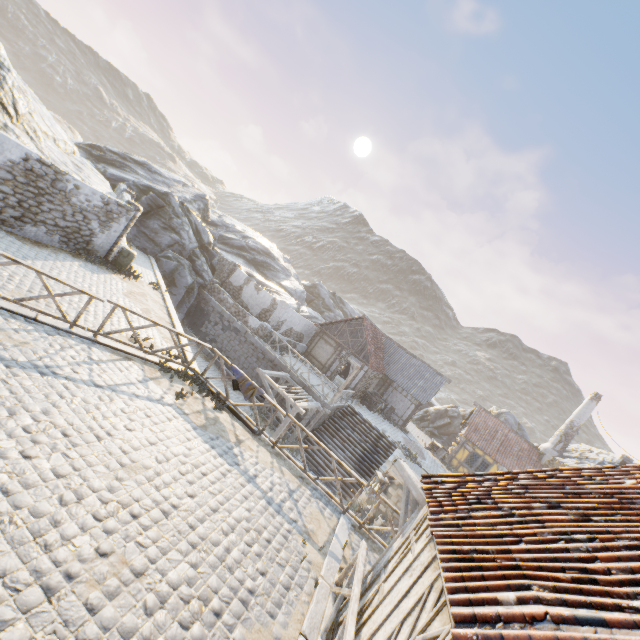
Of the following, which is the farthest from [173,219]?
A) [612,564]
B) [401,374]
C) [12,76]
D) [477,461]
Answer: [477,461]

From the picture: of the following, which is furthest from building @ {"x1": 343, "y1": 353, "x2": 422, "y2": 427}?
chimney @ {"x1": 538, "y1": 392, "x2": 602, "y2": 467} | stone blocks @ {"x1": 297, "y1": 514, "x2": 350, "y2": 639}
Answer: stone blocks @ {"x1": 297, "y1": 514, "x2": 350, "y2": 639}

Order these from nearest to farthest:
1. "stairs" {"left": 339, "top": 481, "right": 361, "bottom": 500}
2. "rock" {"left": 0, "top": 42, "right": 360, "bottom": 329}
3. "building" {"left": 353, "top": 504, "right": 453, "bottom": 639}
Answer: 1. "building" {"left": 353, "top": 504, "right": 453, "bottom": 639}
2. "rock" {"left": 0, "top": 42, "right": 360, "bottom": 329}
3. "stairs" {"left": 339, "top": 481, "right": 361, "bottom": 500}

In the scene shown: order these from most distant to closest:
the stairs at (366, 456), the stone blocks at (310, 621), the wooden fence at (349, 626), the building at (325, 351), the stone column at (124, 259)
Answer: the building at (325, 351) → the stairs at (366, 456) → the stone column at (124, 259) → the stone blocks at (310, 621) → the wooden fence at (349, 626)

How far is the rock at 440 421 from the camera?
34.9 meters

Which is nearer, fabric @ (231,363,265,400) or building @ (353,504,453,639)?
building @ (353,504,453,639)

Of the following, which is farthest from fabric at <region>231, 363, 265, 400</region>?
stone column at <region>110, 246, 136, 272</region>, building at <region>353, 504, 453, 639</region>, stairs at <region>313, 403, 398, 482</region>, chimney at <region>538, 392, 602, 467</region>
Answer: chimney at <region>538, 392, 602, 467</region>

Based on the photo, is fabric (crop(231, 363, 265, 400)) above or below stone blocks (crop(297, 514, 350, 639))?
above
